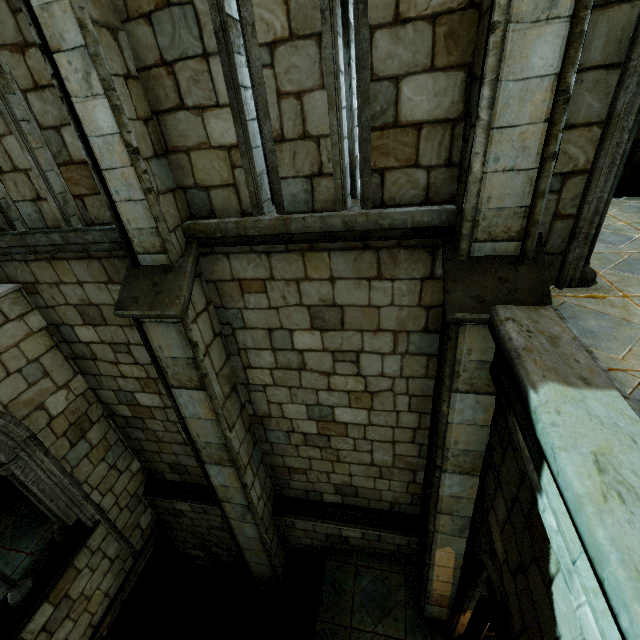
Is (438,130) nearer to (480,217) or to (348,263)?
(480,217)
